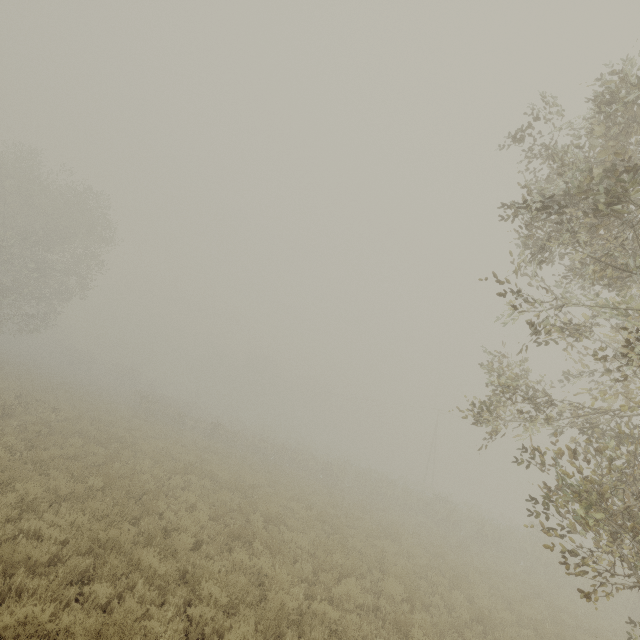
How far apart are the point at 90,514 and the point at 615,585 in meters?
27.1 m

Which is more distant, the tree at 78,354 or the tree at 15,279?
the tree at 78,354

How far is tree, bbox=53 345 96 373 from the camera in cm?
5253

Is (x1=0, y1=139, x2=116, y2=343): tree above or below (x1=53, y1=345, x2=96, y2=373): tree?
above

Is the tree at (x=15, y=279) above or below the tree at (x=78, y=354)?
above

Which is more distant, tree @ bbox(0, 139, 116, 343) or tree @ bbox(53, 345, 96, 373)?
tree @ bbox(53, 345, 96, 373)
